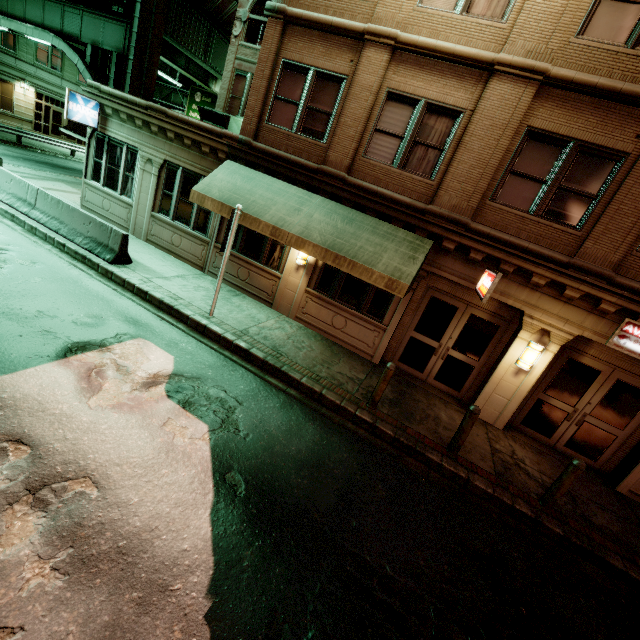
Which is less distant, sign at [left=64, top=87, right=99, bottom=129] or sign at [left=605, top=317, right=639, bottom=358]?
sign at [left=605, top=317, right=639, bottom=358]

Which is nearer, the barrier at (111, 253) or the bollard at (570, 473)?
the bollard at (570, 473)

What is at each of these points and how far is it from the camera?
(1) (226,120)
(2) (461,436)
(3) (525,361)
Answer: (1) air conditioner, 15.14m
(2) bollard, 6.92m
(3) wall light, 8.38m

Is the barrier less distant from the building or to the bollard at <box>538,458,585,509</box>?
the building

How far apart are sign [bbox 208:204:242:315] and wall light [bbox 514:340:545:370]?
8.1 meters

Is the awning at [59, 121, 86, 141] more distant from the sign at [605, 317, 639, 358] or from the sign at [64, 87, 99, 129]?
the sign at [605, 317, 639, 358]

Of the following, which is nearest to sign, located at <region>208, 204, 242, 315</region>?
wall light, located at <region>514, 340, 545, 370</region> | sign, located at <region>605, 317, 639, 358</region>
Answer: wall light, located at <region>514, 340, 545, 370</region>

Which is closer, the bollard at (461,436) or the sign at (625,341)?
the bollard at (461,436)
